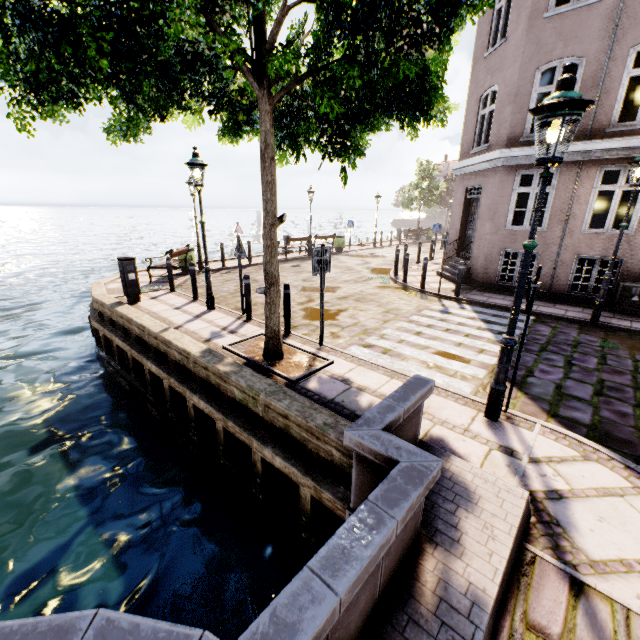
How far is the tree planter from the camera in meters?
5.3 m

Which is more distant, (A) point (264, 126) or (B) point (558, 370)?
(B) point (558, 370)

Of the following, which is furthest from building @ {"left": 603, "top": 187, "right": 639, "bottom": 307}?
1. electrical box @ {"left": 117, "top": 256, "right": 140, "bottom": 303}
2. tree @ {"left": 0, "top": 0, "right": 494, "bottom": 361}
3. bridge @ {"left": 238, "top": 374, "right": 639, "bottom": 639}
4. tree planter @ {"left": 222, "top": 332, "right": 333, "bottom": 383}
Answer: electrical box @ {"left": 117, "top": 256, "right": 140, "bottom": 303}

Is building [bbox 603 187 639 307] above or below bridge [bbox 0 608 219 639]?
above

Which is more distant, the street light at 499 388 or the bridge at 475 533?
the street light at 499 388

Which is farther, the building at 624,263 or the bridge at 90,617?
the building at 624,263

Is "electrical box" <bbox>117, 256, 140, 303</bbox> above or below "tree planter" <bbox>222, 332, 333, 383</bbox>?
above

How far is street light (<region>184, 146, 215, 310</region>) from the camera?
7.4 meters
